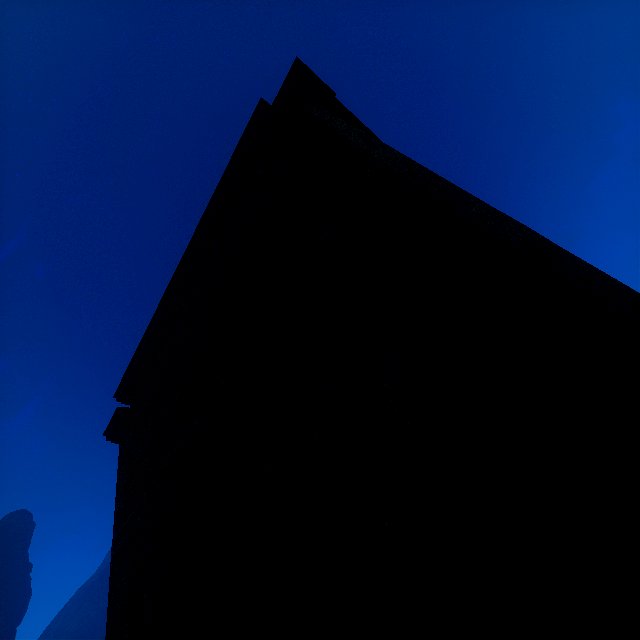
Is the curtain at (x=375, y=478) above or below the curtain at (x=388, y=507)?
above

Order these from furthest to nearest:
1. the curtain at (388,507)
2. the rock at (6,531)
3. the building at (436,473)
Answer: the rock at (6,531)
the curtain at (388,507)
the building at (436,473)

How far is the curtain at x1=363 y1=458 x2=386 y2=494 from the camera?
2.86m

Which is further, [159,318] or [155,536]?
[159,318]

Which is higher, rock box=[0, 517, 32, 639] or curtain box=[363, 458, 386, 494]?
rock box=[0, 517, 32, 639]

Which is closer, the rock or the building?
the building

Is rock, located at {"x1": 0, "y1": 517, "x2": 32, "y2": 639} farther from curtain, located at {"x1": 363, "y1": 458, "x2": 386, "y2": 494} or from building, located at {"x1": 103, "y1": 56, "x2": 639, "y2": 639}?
curtain, located at {"x1": 363, "y1": 458, "x2": 386, "y2": 494}
